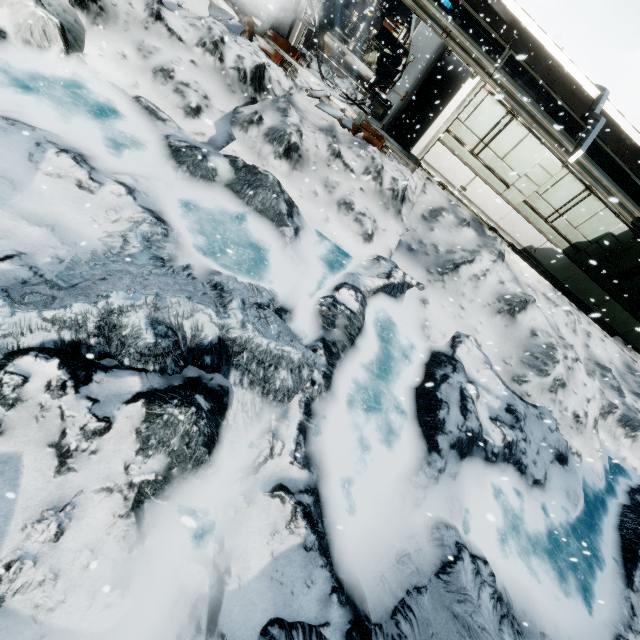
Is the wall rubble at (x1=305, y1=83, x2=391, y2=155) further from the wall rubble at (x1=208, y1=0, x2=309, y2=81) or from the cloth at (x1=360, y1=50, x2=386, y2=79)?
the cloth at (x1=360, y1=50, x2=386, y2=79)

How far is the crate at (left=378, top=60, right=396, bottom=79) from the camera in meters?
15.7

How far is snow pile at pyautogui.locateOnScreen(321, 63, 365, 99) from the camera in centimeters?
1066cm

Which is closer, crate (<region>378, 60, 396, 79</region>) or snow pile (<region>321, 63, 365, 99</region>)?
snow pile (<region>321, 63, 365, 99</region>)

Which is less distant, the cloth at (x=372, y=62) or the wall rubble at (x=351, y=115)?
the wall rubble at (x=351, y=115)

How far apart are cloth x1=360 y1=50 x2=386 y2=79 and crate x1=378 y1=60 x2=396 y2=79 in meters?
0.0 m

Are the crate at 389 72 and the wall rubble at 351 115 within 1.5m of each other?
no

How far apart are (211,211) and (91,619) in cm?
601
